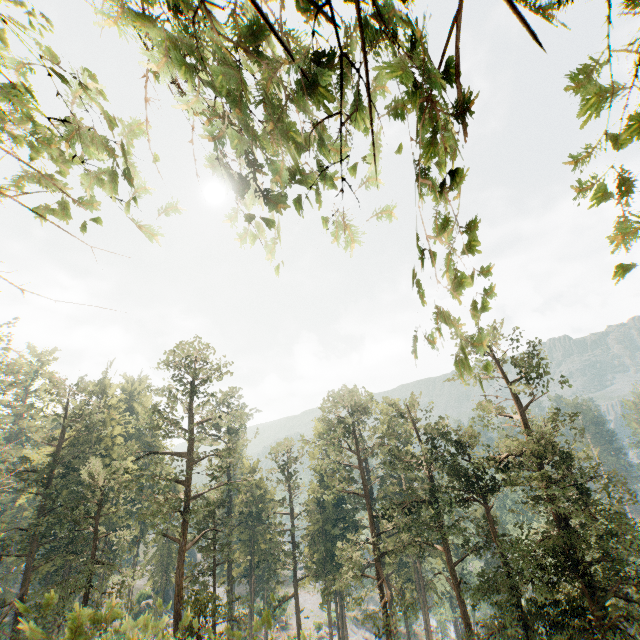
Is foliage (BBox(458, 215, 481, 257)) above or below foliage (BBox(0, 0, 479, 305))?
below

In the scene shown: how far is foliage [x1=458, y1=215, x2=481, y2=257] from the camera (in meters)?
1.52

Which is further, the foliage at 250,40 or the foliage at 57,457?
the foliage at 57,457

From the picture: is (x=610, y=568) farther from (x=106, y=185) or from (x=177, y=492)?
(x=177, y=492)

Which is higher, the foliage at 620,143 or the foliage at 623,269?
the foliage at 620,143

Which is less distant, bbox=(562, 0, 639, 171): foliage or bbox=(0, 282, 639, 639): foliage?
bbox=(562, 0, 639, 171): foliage
